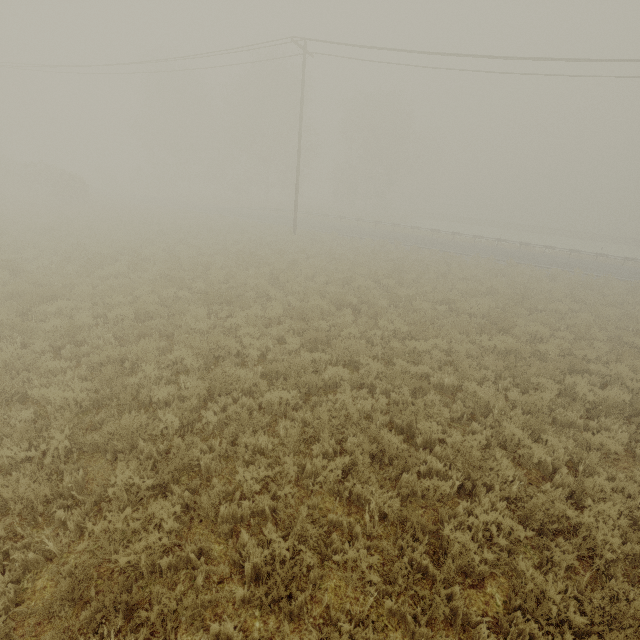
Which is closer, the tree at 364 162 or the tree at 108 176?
the tree at 364 162

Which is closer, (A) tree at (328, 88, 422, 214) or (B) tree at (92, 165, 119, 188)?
(A) tree at (328, 88, 422, 214)

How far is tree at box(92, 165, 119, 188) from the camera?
50.8 meters

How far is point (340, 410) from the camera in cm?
666

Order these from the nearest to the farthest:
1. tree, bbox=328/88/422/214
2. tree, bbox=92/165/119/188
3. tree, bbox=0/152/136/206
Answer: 1. tree, bbox=0/152/136/206
2. tree, bbox=328/88/422/214
3. tree, bbox=92/165/119/188

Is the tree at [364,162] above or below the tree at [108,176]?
above

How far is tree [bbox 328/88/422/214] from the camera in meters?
44.8

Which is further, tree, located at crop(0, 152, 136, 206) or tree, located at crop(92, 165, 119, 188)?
tree, located at crop(92, 165, 119, 188)
